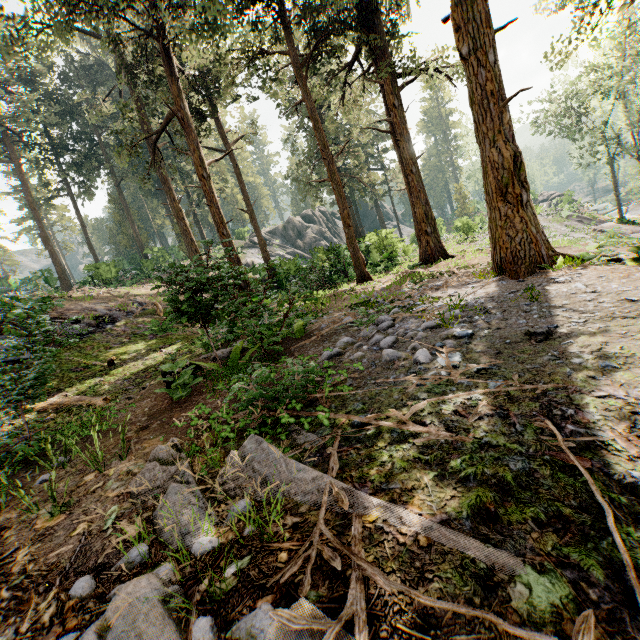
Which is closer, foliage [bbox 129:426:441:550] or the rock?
foliage [bbox 129:426:441:550]

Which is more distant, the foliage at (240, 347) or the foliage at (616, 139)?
the foliage at (616, 139)

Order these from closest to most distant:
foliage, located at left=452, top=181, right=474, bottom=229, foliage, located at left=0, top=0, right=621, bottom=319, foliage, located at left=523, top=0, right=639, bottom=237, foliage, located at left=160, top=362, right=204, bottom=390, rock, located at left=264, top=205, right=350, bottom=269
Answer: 1. foliage, located at left=160, top=362, right=204, bottom=390
2. foliage, located at left=0, top=0, right=621, bottom=319
3. foliage, located at left=523, top=0, right=639, bottom=237
4. rock, located at left=264, top=205, right=350, bottom=269
5. foliage, located at left=452, top=181, right=474, bottom=229

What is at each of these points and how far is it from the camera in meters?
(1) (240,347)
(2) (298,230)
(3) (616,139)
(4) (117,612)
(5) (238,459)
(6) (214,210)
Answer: (1) foliage, 7.6 m
(2) rock, 47.6 m
(3) foliage, 32.6 m
(4) foliage, 1.7 m
(5) foliage, 3.1 m
(6) foliage, 15.7 m

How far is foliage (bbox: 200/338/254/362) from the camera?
7.50m

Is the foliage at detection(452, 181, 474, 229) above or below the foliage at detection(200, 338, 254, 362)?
above

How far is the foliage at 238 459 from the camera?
2.43m

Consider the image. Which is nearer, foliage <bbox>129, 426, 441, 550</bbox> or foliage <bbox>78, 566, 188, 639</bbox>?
foliage <bbox>78, 566, 188, 639</bbox>
